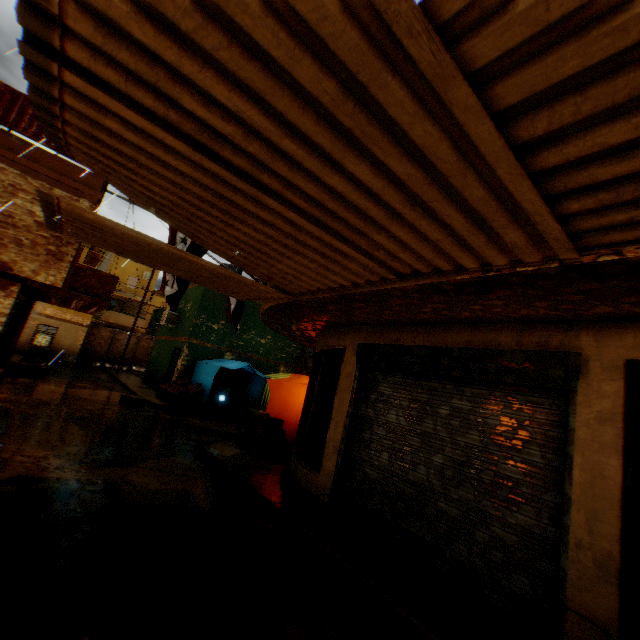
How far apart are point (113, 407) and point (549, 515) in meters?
13.2 m

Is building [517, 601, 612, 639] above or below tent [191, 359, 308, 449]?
below

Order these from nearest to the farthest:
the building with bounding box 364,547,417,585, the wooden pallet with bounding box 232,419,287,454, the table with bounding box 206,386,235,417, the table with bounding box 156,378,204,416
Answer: the building with bounding box 364,547,417,585 < the wooden pallet with bounding box 232,419,287,454 < the table with bounding box 156,378,204,416 < the table with bounding box 206,386,235,417

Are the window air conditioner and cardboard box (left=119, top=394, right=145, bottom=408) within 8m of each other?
no

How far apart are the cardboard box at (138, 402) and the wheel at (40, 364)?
4.7m

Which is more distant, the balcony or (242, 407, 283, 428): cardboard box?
the balcony

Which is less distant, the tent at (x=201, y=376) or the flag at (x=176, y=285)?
the flag at (x=176, y=285)

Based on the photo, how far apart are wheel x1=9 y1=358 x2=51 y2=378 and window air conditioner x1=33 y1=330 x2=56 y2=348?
8.2 meters
